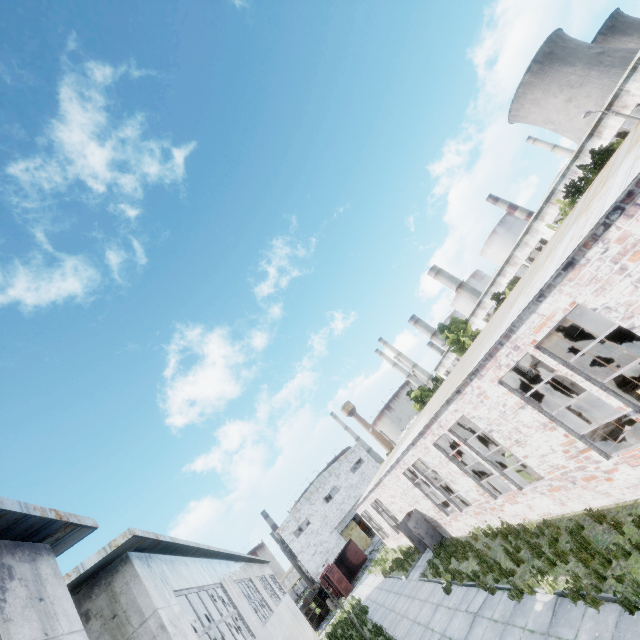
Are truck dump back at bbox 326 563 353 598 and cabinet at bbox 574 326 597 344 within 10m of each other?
no

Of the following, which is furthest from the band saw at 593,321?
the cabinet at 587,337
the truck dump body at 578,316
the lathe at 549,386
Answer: the truck dump body at 578,316

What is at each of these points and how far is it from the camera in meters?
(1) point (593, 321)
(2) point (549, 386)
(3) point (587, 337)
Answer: (1) band saw, 17.0
(2) lathe, 21.4
(3) cabinet, 18.6

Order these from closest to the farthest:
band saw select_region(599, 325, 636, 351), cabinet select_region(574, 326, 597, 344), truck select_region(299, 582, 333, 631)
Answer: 1. band saw select_region(599, 325, 636, 351)
2. cabinet select_region(574, 326, 597, 344)
3. truck select_region(299, 582, 333, 631)

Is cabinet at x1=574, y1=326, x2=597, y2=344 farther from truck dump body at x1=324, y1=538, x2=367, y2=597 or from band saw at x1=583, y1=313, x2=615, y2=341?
truck dump body at x1=324, y1=538, x2=367, y2=597

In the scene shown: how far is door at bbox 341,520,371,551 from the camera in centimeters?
4725cm

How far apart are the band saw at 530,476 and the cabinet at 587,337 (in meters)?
8.83

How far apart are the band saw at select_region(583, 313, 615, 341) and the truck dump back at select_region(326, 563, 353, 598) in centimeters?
3491cm
